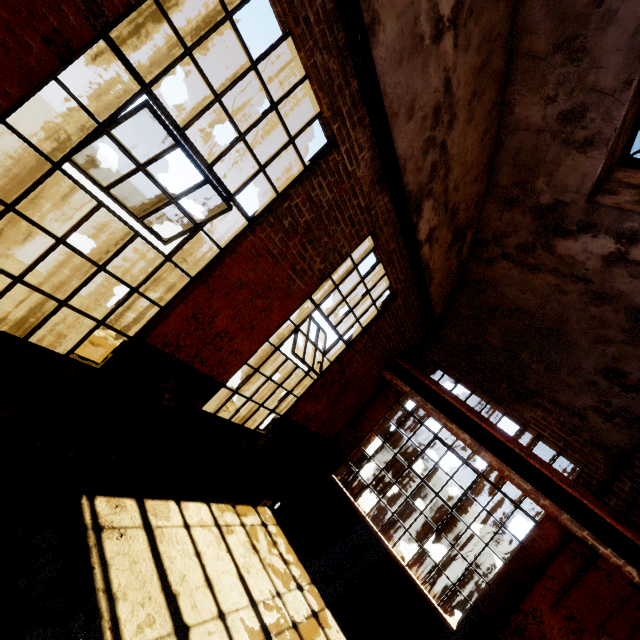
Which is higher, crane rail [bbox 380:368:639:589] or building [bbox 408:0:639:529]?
building [bbox 408:0:639:529]

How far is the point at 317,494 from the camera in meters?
7.1

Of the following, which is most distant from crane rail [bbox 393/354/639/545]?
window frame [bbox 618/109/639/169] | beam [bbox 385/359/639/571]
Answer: window frame [bbox 618/109/639/169]

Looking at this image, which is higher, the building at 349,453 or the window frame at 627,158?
the window frame at 627,158

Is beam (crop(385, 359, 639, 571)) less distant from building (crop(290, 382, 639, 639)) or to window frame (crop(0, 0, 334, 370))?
building (crop(290, 382, 639, 639))

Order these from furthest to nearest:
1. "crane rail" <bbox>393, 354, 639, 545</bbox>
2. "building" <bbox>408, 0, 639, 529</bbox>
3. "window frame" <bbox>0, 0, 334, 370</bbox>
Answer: "crane rail" <bbox>393, 354, 639, 545</bbox>
"building" <bbox>408, 0, 639, 529</bbox>
"window frame" <bbox>0, 0, 334, 370</bbox>

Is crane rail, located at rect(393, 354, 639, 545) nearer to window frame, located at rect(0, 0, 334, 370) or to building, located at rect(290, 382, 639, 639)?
building, located at rect(290, 382, 639, 639)

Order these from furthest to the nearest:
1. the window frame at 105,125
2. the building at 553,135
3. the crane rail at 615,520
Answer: the crane rail at 615,520
the building at 553,135
the window frame at 105,125
